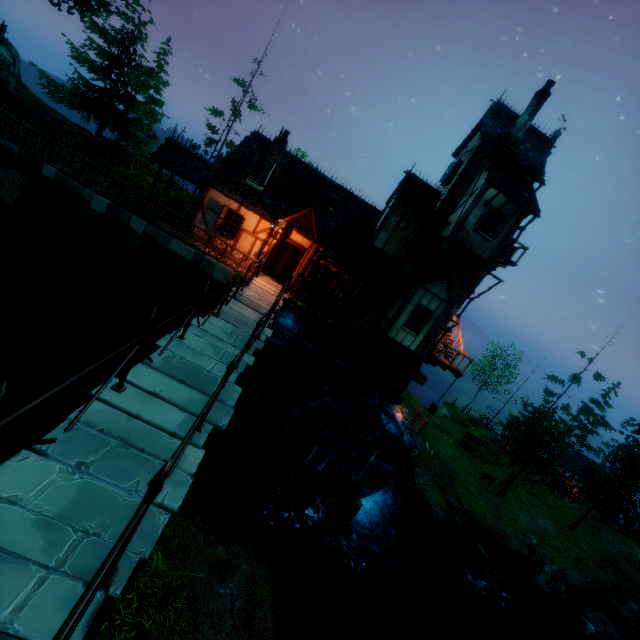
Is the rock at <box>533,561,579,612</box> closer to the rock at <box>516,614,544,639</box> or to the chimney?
the rock at <box>516,614,544,639</box>

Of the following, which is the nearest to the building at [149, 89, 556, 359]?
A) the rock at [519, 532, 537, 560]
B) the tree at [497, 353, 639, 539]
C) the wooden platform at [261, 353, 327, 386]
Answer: the wooden platform at [261, 353, 327, 386]

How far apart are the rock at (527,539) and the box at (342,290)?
23.2m

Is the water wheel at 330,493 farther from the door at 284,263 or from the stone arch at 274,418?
the door at 284,263

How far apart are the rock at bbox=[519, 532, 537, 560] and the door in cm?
2629

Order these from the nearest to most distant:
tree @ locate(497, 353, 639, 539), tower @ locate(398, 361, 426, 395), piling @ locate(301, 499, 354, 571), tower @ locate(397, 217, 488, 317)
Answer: piling @ locate(301, 499, 354, 571)
tower @ locate(397, 217, 488, 317)
tower @ locate(398, 361, 426, 395)
tree @ locate(497, 353, 639, 539)

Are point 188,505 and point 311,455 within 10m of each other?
yes

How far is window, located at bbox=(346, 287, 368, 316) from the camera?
17.2 meters
